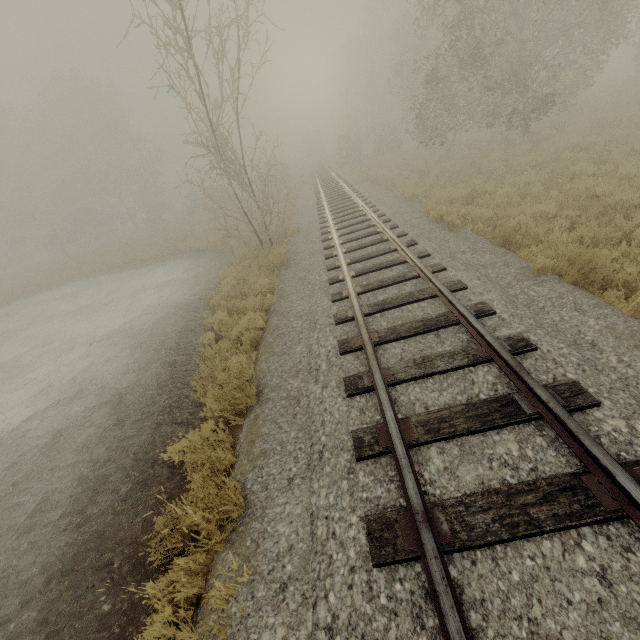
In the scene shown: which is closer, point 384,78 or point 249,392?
point 249,392

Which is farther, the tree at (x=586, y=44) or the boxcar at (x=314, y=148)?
the boxcar at (x=314, y=148)

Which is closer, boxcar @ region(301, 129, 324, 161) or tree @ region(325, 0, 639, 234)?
tree @ region(325, 0, 639, 234)

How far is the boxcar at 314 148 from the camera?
56.2 meters

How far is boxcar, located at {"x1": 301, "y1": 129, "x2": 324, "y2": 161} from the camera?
56.2m
